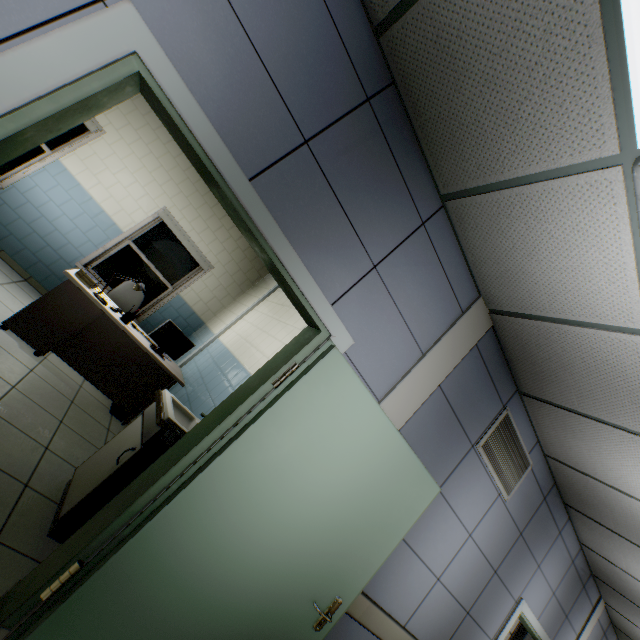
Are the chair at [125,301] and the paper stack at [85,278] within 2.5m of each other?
yes

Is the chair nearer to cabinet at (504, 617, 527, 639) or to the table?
the table

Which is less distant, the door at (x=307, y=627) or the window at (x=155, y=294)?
the door at (x=307, y=627)

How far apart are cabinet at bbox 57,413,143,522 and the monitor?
1.7m

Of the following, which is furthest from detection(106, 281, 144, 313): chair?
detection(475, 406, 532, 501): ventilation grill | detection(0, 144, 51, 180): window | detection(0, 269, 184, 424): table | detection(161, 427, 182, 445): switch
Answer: detection(475, 406, 532, 501): ventilation grill

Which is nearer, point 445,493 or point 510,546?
point 445,493

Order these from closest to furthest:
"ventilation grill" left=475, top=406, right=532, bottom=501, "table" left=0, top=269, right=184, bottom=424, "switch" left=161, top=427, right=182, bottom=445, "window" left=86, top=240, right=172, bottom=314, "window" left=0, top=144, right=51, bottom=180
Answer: "switch" left=161, top=427, right=182, bottom=445
"ventilation grill" left=475, top=406, right=532, bottom=501
"table" left=0, top=269, right=184, bottom=424
"window" left=0, top=144, right=51, bottom=180
"window" left=86, top=240, right=172, bottom=314

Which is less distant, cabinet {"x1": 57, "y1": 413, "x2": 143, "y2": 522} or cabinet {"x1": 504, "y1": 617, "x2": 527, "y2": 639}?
cabinet {"x1": 57, "y1": 413, "x2": 143, "y2": 522}
